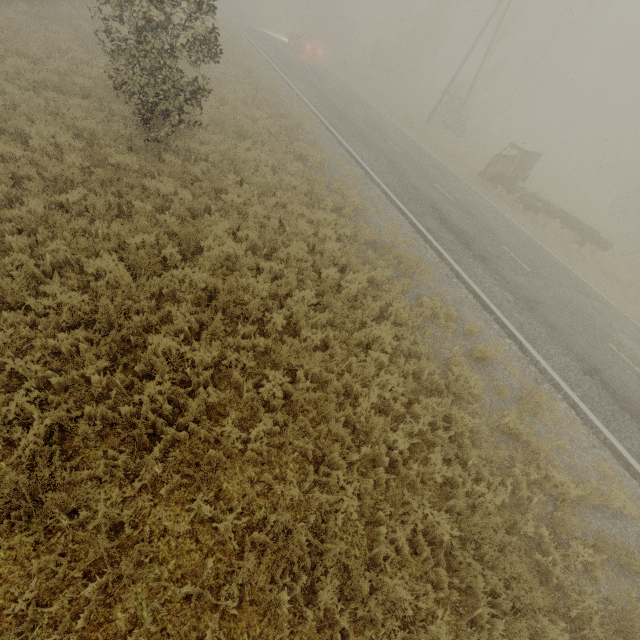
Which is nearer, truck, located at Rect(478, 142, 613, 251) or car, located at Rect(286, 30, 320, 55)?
truck, located at Rect(478, 142, 613, 251)

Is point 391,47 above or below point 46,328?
above

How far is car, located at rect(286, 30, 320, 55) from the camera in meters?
29.9

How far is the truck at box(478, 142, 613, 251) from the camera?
17.03m

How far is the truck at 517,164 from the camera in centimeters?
1703cm

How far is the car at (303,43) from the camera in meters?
29.9
